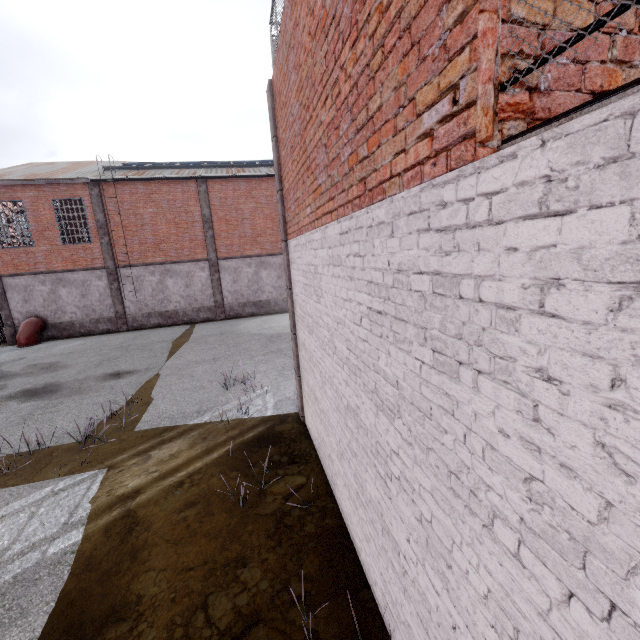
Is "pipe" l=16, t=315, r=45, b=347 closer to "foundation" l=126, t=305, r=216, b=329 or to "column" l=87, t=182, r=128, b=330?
"column" l=87, t=182, r=128, b=330

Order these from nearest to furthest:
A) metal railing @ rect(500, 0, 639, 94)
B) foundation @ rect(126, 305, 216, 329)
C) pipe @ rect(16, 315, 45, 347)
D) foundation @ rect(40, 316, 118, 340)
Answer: metal railing @ rect(500, 0, 639, 94) → pipe @ rect(16, 315, 45, 347) → foundation @ rect(40, 316, 118, 340) → foundation @ rect(126, 305, 216, 329)

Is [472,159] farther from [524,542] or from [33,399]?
[33,399]

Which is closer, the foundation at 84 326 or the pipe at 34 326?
the pipe at 34 326

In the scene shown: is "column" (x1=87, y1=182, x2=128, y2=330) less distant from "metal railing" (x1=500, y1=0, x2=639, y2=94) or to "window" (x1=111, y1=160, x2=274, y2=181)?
"window" (x1=111, y1=160, x2=274, y2=181)

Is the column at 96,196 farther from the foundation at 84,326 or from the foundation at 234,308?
the foundation at 234,308

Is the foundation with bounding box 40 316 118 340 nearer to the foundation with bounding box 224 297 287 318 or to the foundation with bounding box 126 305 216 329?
the foundation with bounding box 126 305 216 329

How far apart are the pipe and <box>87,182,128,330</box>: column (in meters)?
3.68
